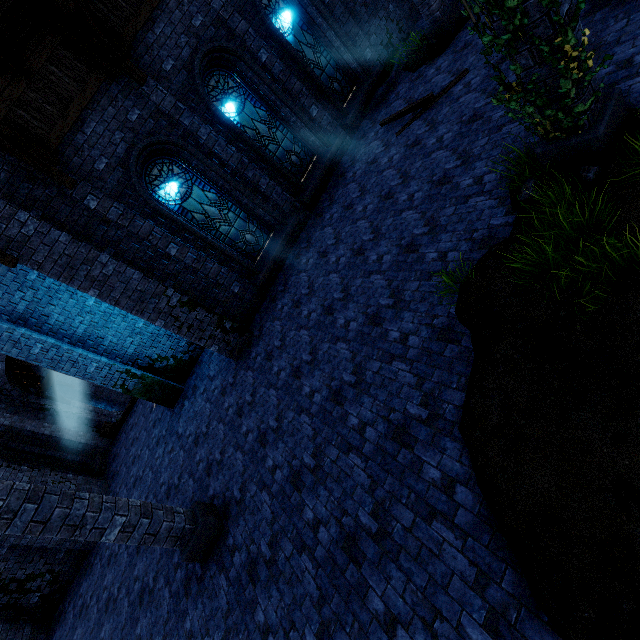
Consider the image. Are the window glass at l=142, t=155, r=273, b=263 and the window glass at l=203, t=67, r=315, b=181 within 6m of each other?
yes

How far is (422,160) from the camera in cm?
699

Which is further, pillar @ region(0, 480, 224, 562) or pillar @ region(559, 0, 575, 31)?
pillar @ region(0, 480, 224, 562)

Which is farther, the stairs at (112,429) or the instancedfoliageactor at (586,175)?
the stairs at (112,429)

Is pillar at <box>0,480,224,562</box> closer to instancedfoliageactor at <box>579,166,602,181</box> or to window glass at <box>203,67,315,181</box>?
instancedfoliageactor at <box>579,166,602,181</box>

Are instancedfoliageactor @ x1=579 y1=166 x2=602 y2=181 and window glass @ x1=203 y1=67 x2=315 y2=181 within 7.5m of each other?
no

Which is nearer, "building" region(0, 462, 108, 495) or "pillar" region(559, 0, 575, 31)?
"pillar" region(559, 0, 575, 31)

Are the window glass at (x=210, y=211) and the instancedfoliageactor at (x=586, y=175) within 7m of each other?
no
